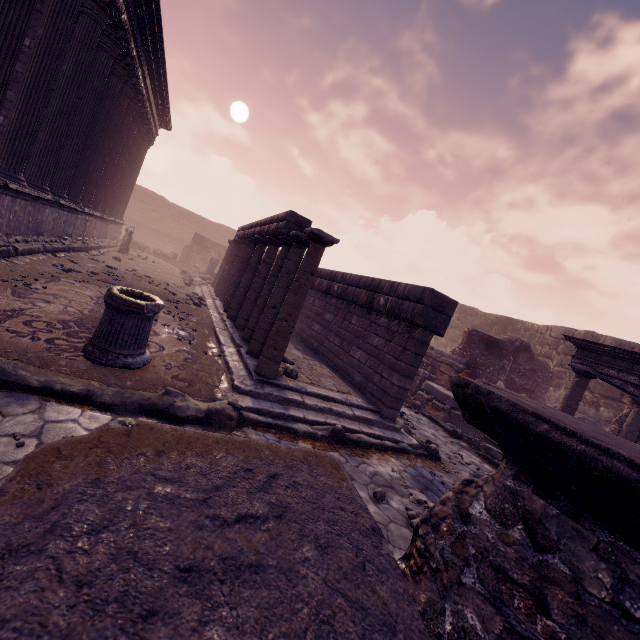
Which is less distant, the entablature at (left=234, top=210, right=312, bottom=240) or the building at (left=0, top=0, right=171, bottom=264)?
the building at (left=0, top=0, right=171, bottom=264)

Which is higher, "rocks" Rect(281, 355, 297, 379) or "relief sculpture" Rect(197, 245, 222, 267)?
"relief sculpture" Rect(197, 245, 222, 267)

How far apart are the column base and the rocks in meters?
2.2 m

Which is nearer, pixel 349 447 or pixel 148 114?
pixel 349 447

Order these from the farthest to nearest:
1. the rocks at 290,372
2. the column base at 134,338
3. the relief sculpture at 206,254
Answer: the relief sculpture at 206,254
the rocks at 290,372
the column base at 134,338

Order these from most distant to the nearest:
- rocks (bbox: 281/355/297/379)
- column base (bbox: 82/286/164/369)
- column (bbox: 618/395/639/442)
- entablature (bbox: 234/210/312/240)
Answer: column (bbox: 618/395/639/442), entablature (bbox: 234/210/312/240), rocks (bbox: 281/355/297/379), column base (bbox: 82/286/164/369)

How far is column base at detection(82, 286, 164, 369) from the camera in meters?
4.1 m

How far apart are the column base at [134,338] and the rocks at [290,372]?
2.2m
